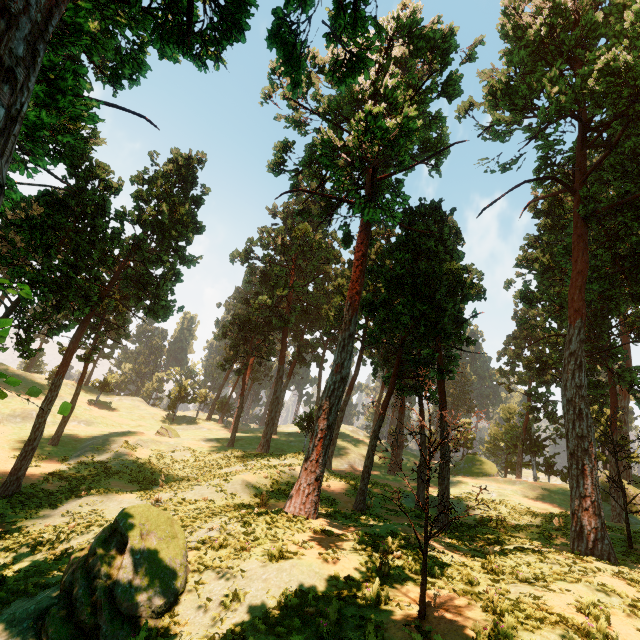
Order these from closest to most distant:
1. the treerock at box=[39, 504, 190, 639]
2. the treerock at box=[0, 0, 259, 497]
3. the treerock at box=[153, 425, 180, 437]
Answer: the treerock at box=[0, 0, 259, 497] < the treerock at box=[39, 504, 190, 639] < the treerock at box=[153, 425, 180, 437]

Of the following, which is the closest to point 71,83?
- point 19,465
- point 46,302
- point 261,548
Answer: point 261,548

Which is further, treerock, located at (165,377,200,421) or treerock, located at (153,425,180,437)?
treerock, located at (165,377,200,421)

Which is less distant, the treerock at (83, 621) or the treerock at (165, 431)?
the treerock at (83, 621)

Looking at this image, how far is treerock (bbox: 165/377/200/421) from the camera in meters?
54.5
